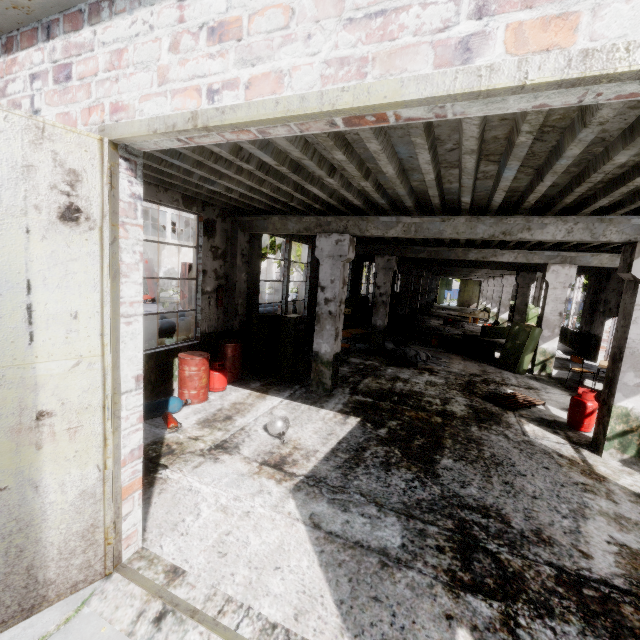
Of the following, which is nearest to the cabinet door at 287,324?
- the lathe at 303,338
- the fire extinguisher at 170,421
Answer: the lathe at 303,338

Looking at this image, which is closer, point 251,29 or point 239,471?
point 251,29

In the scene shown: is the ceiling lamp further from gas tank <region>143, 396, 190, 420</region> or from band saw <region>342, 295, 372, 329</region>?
band saw <region>342, 295, 372, 329</region>

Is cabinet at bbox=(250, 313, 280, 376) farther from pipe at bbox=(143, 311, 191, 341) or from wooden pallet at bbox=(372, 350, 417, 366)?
wooden pallet at bbox=(372, 350, 417, 366)

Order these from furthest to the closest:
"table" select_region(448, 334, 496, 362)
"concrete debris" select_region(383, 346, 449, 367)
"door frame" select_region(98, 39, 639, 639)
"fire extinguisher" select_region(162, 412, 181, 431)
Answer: "table" select_region(448, 334, 496, 362)
"concrete debris" select_region(383, 346, 449, 367)
"fire extinguisher" select_region(162, 412, 181, 431)
"door frame" select_region(98, 39, 639, 639)

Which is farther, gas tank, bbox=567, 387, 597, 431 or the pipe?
the pipe

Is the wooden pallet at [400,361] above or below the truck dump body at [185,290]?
below

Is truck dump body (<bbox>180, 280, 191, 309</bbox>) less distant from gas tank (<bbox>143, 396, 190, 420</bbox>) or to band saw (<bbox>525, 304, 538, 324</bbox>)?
gas tank (<bbox>143, 396, 190, 420</bbox>)
